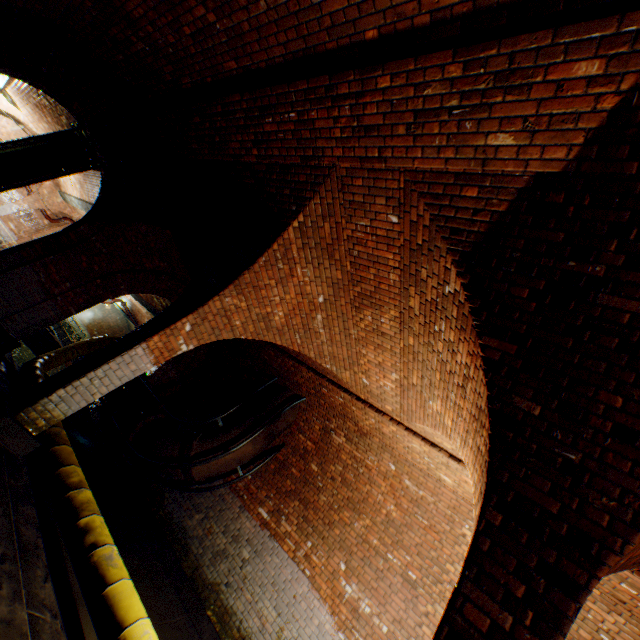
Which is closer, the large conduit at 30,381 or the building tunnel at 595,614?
the building tunnel at 595,614

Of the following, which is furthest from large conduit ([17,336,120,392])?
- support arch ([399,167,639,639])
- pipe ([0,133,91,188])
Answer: pipe ([0,133,91,188])

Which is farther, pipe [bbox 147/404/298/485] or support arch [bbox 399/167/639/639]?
pipe [bbox 147/404/298/485]

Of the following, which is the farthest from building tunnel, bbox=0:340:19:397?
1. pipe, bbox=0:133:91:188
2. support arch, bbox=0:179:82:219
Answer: support arch, bbox=0:179:82:219

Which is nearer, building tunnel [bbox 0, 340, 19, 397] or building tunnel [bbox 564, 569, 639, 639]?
building tunnel [bbox 564, 569, 639, 639]

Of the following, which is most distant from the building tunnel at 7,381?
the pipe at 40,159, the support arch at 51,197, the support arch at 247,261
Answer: the support arch at 51,197

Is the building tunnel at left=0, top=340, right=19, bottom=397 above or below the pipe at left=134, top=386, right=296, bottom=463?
below

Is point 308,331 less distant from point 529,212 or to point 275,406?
point 275,406
